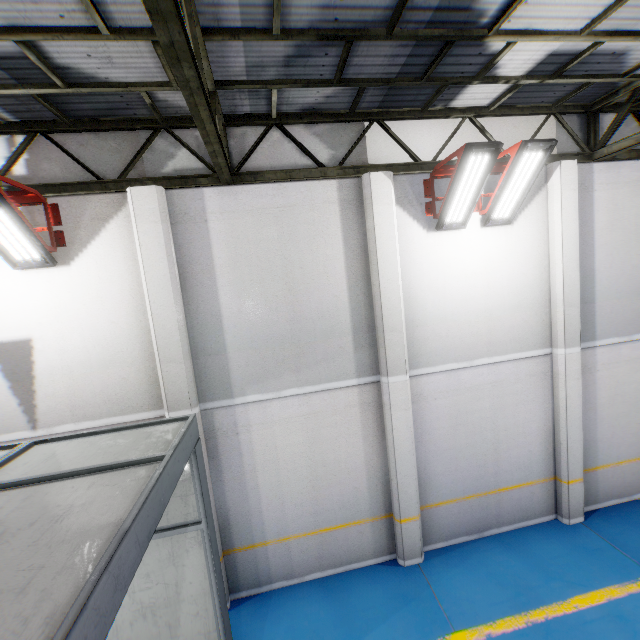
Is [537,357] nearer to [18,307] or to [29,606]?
[29,606]

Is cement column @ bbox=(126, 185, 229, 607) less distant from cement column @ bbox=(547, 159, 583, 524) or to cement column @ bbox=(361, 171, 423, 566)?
cement column @ bbox=(361, 171, 423, 566)

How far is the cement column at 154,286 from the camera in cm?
534

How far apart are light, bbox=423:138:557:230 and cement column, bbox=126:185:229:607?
4.8m

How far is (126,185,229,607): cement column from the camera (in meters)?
5.34

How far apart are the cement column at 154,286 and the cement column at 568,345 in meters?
7.5 m

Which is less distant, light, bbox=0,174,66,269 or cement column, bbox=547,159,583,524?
light, bbox=0,174,66,269

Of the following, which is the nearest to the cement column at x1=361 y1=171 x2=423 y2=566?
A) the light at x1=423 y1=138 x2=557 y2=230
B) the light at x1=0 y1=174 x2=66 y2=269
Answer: the light at x1=423 y1=138 x2=557 y2=230
